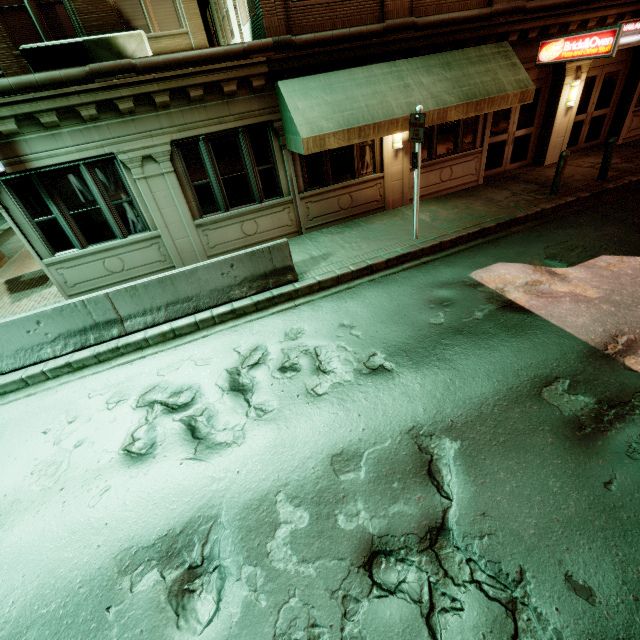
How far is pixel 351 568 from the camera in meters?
3.3 m

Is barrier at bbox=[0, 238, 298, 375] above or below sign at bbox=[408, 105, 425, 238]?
below

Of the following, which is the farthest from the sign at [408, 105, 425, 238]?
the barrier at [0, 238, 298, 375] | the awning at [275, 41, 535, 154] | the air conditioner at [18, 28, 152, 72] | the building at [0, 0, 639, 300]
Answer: the air conditioner at [18, 28, 152, 72]

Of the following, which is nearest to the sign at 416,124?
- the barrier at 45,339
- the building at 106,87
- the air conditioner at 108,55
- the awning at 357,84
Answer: the awning at 357,84

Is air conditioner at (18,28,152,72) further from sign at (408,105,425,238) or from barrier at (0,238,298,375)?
sign at (408,105,425,238)

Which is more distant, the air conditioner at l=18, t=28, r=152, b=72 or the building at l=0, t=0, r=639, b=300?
the air conditioner at l=18, t=28, r=152, b=72

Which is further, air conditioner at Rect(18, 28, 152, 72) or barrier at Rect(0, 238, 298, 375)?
air conditioner at Rect(18, 28, 152, 72)

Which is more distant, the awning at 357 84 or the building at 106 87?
the awning at 357 84
